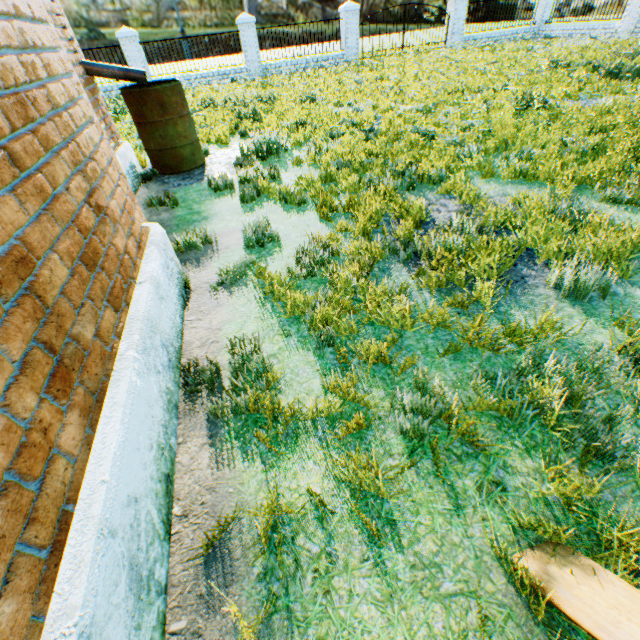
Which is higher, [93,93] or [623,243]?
[93,93]

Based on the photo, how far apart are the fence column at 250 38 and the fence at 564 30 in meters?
16.2 m

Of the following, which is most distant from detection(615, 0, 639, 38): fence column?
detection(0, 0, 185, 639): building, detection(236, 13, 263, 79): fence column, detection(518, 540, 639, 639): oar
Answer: detection(518, 540, 639, 639): oar

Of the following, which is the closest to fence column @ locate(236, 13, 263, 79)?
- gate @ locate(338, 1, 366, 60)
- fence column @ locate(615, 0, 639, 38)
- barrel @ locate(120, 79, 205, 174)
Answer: gate @ locate(338, 1, 366, 60)

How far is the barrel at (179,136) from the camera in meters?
5.2 m

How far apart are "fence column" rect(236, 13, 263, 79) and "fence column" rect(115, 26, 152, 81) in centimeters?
457cm

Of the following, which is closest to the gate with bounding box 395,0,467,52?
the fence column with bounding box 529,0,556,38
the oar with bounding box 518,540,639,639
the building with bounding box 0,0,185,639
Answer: the fence column with bounding box 529,0,556,38

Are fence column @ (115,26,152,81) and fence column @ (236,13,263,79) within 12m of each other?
yes
